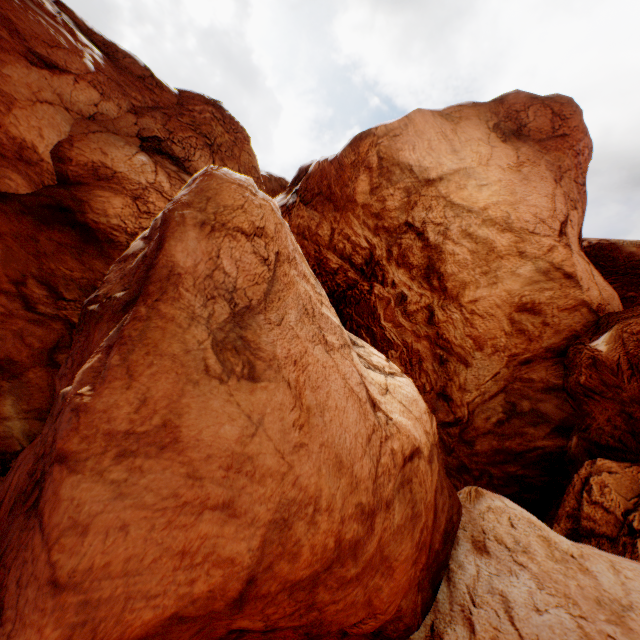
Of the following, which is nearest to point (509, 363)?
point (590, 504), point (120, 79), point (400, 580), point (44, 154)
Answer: point (590, 504)
